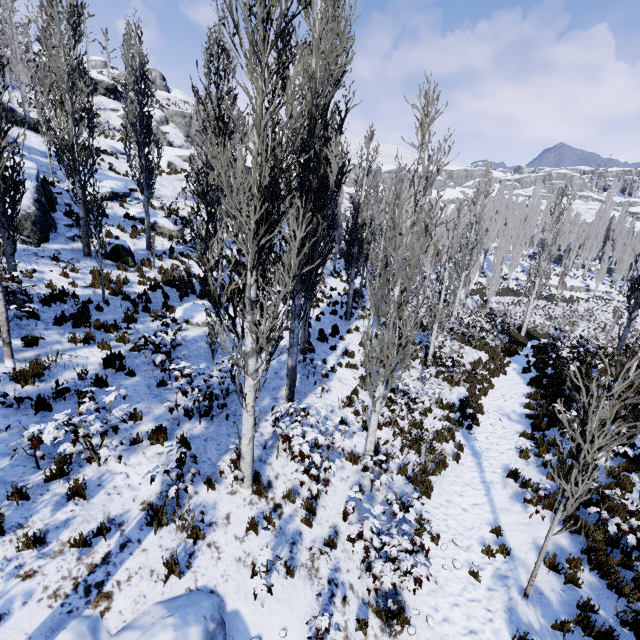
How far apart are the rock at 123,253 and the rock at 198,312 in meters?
3.4 m

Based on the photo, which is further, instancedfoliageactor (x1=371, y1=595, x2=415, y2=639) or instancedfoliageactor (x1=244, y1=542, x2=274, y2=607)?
instancedfoliageactor (x1=371, y1=595, x2=415, y2=639)

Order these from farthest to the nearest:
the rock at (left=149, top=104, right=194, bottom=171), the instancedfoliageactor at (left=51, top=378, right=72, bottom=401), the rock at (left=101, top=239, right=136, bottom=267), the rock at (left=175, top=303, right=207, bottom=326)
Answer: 1. the rock at (left=149, top=104, right=194, bottom=171)
2. the rock at (left=101, top=239, right=136, bottom=267)
3. the rock at (left=175, top=303, right=207, bottom=326)
4. the instancedfoliageactor at (left=51, top=378, right=72, bottom=401)

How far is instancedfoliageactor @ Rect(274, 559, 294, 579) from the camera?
4.90m

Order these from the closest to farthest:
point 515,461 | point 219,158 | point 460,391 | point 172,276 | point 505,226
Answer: point 219,158
point 515,461
point 460,391
point 172,276
point 505,226

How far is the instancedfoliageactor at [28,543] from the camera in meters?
4.3

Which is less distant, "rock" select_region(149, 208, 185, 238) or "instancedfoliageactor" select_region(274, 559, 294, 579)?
"instancedfoliageactor" select_region(274, 559, 294, 579)

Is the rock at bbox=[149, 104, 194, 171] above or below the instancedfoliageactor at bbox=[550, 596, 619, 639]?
above
